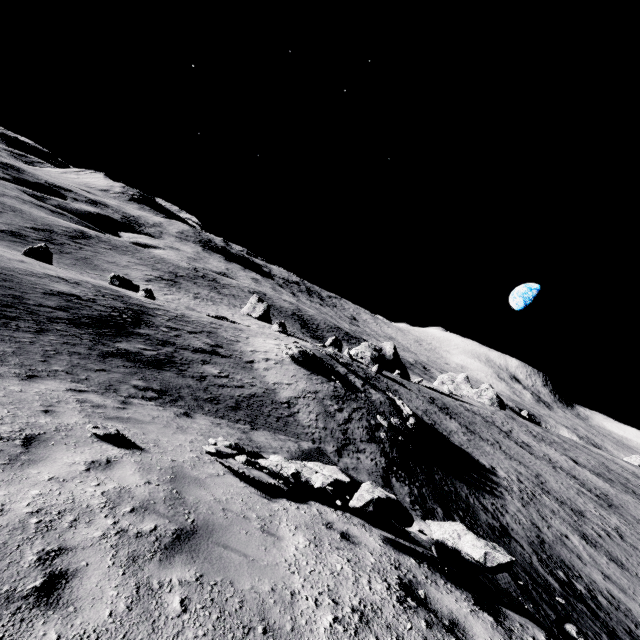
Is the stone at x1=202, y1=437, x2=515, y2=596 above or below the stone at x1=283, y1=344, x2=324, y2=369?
above

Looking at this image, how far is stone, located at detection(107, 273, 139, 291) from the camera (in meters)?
38.47

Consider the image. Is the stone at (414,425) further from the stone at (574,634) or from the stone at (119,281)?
the stone at (119,281)

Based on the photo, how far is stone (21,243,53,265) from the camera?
30.84m

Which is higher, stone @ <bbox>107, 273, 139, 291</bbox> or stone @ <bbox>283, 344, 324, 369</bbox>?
stone @ <bbox>283, 344, 324, 369</bbox>

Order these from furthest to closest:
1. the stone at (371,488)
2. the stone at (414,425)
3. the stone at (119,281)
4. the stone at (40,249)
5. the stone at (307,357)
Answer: the stone at (119,281), the stone at (40,249), the stone at (307,357), the stone at (414,425), the stone at (371,488)

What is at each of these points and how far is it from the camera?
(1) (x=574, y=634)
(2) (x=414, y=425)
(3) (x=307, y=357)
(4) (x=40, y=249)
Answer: (1) stone, 4.0 meters
(2) stone, 26.7 meters
(3) stone, 27.0 meters
(4) stone, 31.4 meters

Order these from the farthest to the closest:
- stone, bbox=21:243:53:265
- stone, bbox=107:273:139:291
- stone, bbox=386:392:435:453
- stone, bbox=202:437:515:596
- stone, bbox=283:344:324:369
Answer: stone, bbox=107:273:139:291, stone, bbox=21:243:53:265, stone, bbox=283:344:324:369, stone, bbox=386:392:435:453, stone, bbox=202:437:515:596
